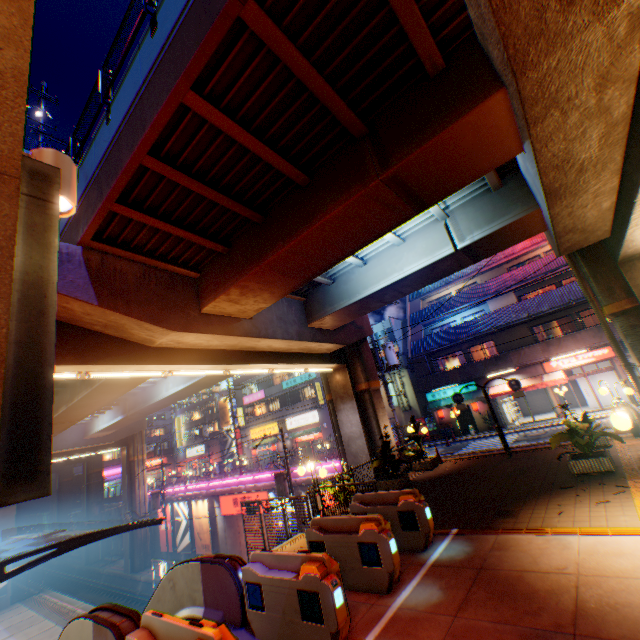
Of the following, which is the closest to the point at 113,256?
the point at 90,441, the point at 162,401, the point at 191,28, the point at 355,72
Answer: the point at 191,28

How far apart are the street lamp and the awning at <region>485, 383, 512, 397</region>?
27.77m

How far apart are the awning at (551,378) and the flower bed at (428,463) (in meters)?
11.29

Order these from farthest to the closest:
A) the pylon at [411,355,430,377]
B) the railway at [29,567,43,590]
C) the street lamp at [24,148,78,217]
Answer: the railway at [29,567,43,590] < the pylon at [411,355,430,377] < the street lamp at [24,148,78,217]

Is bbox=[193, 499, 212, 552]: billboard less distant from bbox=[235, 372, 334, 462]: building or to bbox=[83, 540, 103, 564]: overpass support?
bbox=[83, 540, 103, 564]: overpass support

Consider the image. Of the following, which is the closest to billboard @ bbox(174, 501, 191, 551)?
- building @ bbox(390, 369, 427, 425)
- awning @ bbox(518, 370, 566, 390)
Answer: building @ bbox(390, 369, 427, 425)

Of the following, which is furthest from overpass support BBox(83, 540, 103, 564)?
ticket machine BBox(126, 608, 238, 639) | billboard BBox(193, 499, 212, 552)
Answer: billboard BBox(193, 499, 212, 552)

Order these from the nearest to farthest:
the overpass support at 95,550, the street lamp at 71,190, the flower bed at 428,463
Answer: the street lamp at 71,190
the flower bed at 428,463
the overpass support at 95,550
